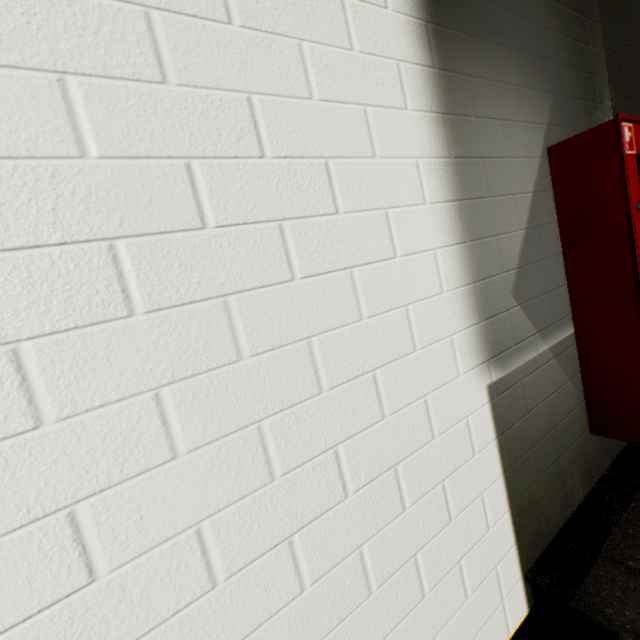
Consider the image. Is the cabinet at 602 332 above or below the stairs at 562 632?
above

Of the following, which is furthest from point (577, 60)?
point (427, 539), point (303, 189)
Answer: point (427, 539)

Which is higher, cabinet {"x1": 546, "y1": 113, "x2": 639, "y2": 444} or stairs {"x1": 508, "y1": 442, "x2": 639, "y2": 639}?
cabinet {"x1": 546, "y1": 113, "x2": 639, "y2": 444}
